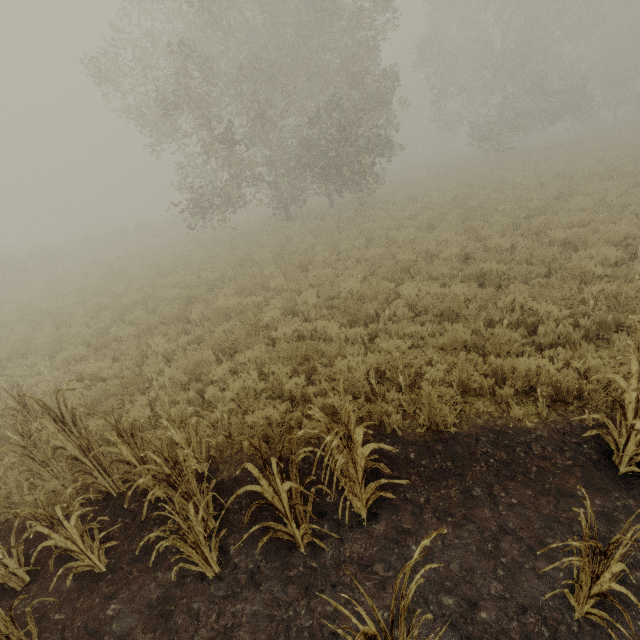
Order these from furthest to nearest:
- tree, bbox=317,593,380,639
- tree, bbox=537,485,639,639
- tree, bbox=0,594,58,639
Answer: tree, bbox=0,594,58,639
tree, bbox=537,485,639,639
tree, bbox=317,593,380,639

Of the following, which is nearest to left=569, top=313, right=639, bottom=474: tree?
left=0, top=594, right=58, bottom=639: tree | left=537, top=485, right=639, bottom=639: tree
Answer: left=537, top=485, right=639, bottom=639: tree

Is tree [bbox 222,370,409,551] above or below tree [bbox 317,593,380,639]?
below

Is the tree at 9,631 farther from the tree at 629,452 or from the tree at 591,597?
the tree at 591,597

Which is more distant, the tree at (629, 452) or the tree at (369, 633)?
the tree at (629, 452)

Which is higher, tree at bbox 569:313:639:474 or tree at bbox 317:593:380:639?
Answer: tree at bbox 317:593:380:639

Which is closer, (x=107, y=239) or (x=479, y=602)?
(x=479, y=602)
